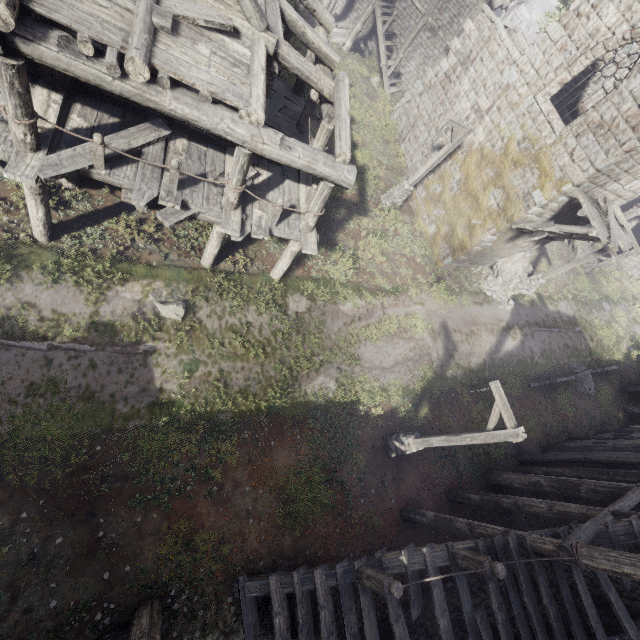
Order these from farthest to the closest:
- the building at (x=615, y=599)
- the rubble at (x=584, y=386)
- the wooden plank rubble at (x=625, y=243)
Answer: the rubble at (x=584, y=386) < the wooden plank rubble at (x=625, y=243) < the building at (x=615, y=599)

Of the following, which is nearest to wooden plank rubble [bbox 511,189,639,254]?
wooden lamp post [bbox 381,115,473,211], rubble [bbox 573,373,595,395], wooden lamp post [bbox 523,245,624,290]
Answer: wooden lamp post [bbox 523,245,624,290]

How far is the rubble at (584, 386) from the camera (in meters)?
18.95

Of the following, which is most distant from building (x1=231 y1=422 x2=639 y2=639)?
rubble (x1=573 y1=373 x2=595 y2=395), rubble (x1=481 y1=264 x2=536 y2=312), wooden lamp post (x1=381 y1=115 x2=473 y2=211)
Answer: rubble (x1=573 y1=373 x2=595 y2=395)

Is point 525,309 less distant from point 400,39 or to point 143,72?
point 400,39

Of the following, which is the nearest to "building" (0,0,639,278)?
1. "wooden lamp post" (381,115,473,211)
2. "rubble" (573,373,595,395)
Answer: "wooden lamp post" (381,115,473,211)

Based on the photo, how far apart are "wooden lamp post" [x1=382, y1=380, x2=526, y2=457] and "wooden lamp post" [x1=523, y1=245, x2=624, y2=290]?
13.21m

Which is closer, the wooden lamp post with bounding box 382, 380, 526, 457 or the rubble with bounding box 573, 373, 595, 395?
the wooden lamp post with bounding box 382, 380, 526, 457
